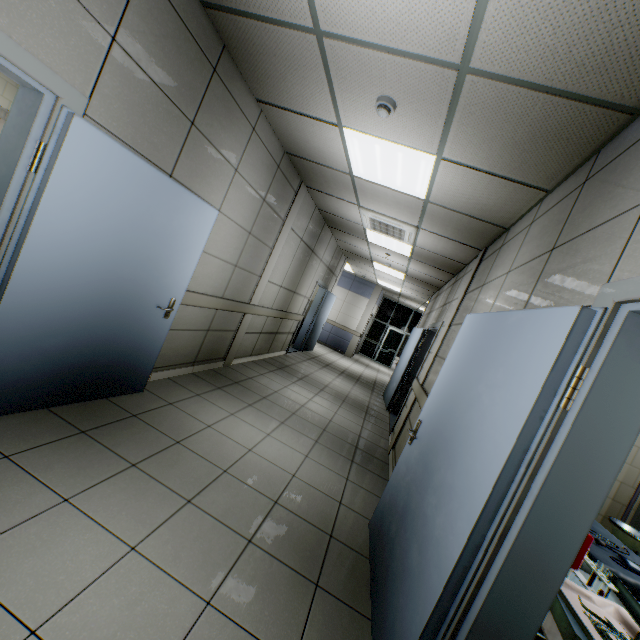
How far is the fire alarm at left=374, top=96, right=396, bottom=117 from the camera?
2.47m

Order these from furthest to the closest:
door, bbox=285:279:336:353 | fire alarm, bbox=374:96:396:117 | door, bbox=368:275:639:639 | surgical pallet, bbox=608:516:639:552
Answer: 1. door, bbox=285:279:336:353
2. surgical pallet, bbox=608:516:639:552
3. fire alarm, bbox=374:96:396:117
4. door, bbox=368:275:639:639

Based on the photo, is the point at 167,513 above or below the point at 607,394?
below

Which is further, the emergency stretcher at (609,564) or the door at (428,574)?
the emergency stretcher at (609,564)

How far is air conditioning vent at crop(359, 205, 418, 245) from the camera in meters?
Result: 5.0 m

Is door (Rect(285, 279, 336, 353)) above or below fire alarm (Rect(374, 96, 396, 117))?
below

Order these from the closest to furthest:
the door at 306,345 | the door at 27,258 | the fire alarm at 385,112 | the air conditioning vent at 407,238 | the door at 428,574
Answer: the door at 428,574
the door at 27,258
the fire alarm at 385,112
the air conditioning vent at 407,238
the door at 306,345

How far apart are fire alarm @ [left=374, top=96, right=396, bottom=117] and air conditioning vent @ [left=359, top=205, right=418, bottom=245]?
2.4m
